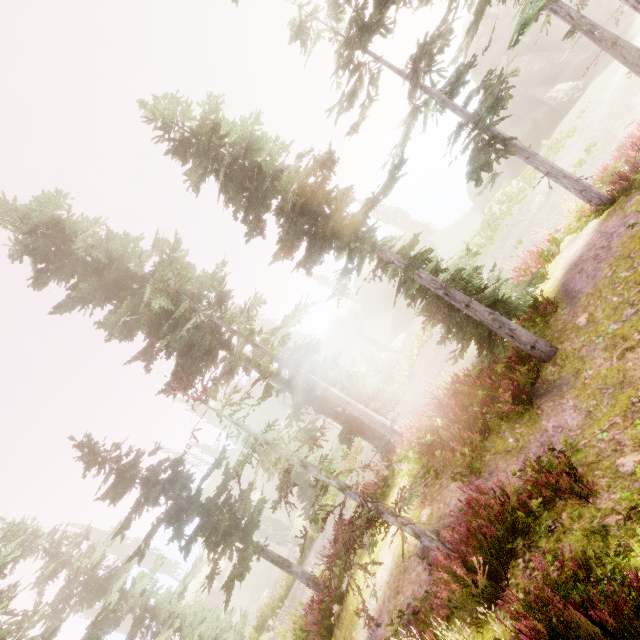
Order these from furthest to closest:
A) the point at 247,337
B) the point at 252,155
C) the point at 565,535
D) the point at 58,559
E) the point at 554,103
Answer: the point at 554,103
the point at 58,559
the point at 247,337
the point at 252,155
the point at 565,535

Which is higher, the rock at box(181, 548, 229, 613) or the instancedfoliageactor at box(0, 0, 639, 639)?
the instancedfoliageactor at box(0, 0, 639, 639)

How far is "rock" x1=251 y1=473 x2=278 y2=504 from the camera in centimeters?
5559cm

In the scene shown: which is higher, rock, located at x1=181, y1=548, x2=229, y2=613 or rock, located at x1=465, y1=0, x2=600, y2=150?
rock, located at x1=465, y1=0, x2=600, y2=150

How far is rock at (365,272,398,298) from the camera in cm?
5430

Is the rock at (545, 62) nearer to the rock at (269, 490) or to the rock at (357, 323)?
the rock at (357, 323)

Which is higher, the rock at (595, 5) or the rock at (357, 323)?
the rock at (357, 323)
